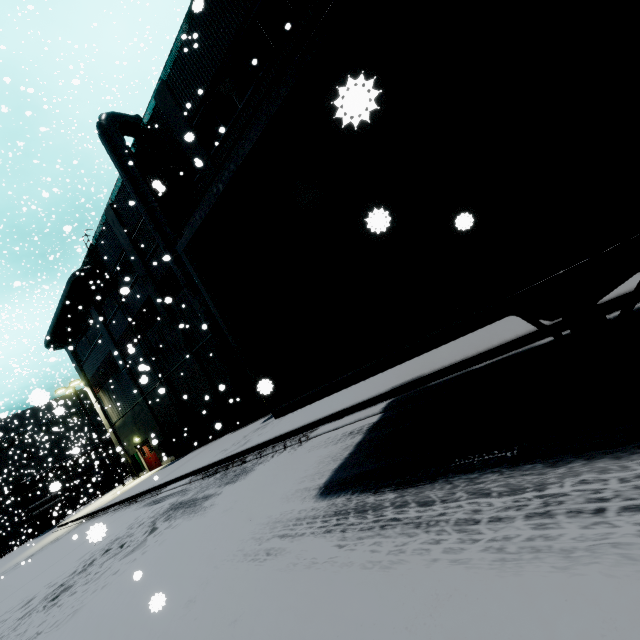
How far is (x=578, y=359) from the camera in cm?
375

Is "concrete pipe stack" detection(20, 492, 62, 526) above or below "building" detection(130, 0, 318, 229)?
below

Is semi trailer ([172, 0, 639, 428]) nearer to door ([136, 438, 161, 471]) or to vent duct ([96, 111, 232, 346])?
vent duct ([96, 111, 232, 346])

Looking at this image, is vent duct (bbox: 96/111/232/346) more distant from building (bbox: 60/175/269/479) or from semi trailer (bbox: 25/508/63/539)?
semi trailer (bbox: 25/508/63/539)

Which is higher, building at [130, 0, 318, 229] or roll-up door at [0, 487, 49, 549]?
building at [130, 0, 318, 229]

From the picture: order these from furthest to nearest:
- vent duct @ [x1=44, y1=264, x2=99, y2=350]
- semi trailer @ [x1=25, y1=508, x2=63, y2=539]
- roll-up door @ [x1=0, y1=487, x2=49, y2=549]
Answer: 1. roll-up door @ [x1=0, y1=487, x2=49, y2=549]
2. semi trailer @ [x1=25, y1=508, x2=63, y2=539]
3. vent duct @ [x1=44, y1=264, x2=99, y2=350]

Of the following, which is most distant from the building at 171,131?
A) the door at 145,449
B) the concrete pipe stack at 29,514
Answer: the concrete pipe stack at 29,514

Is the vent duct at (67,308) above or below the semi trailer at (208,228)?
above
